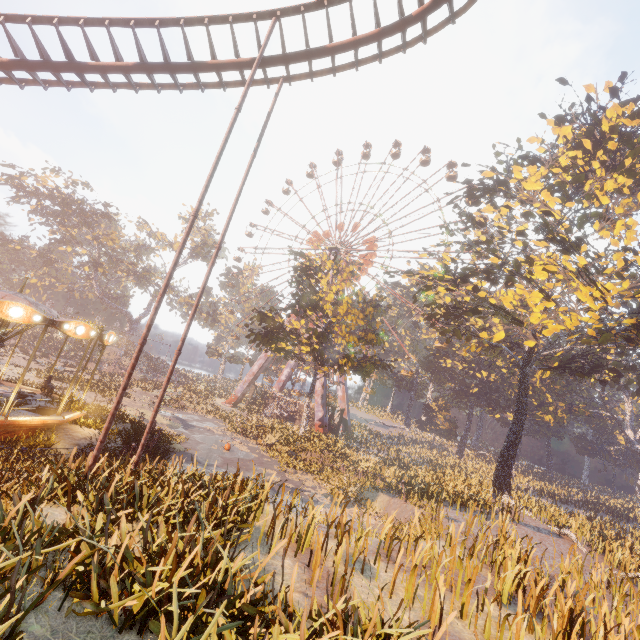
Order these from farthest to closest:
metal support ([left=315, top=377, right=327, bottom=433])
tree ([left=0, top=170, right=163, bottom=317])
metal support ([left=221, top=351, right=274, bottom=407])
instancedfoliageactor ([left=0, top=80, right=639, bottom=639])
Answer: metal support ([left=221, top=351, right=274, bottom=407])
tree ([left=0, top=170, right=163, bottom=317])
metal support ([left=315, top=377, right=327, bottom=433])
instancedfoliageactor ([left=0, top=80, right=639, bottom=639])

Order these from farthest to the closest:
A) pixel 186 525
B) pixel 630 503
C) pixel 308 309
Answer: pixel 630 503
pixel 308 309
pixel 186 525

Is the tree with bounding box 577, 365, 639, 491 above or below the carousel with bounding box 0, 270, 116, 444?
above

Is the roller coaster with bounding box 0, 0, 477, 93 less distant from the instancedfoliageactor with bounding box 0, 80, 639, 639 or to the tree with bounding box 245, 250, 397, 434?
the instancedfoliageactor with bounding box 0, 80, 639, 639

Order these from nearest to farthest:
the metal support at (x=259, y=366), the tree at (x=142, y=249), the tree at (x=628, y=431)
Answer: the tree at (x=628, y=431) → the tree at (x=142, y=249) → the metal support at (x=259, y=366)

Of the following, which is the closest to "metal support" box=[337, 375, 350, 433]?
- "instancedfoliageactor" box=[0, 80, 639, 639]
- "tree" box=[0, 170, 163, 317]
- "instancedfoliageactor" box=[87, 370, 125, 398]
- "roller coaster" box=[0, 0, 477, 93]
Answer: "instancedfoliageactor" box=[87, 370, 125, 398]

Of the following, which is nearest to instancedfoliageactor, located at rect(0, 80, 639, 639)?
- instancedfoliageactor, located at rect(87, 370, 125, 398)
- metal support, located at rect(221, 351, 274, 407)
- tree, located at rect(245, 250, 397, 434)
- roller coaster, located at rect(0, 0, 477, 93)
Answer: roller coaster, located at rect(0, 0, 477, 93)

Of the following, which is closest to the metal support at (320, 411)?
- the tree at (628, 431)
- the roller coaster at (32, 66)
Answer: the roller coaster at (32, 66)
